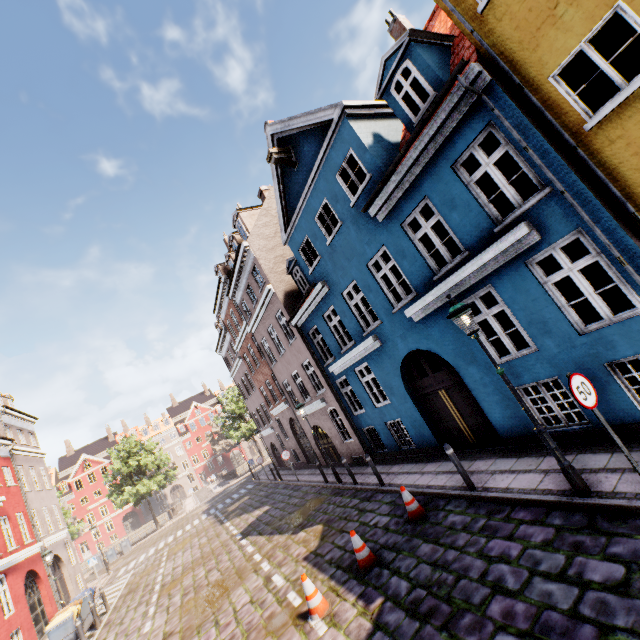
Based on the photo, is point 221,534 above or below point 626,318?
below

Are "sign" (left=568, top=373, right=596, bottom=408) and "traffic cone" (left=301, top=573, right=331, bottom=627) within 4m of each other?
no

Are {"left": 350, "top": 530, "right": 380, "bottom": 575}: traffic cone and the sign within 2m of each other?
no

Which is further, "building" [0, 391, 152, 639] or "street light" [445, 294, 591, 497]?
"building" [0, 391, 152, 639]

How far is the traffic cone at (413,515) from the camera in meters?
7.7

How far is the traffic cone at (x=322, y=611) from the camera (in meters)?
6.22

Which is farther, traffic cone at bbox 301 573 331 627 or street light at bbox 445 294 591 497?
traffic cone at bbox 301 573 331 627

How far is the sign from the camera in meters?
4.7
